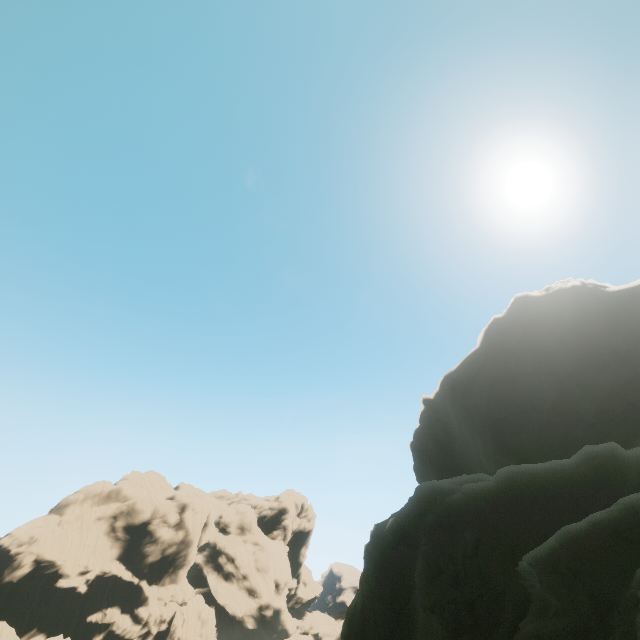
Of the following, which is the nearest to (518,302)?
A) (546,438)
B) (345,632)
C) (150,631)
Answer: (546,438)

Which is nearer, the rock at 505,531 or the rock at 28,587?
the rock at 505,531

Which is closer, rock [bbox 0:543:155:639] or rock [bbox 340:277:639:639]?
rock [bbox 340:277:639:639]
